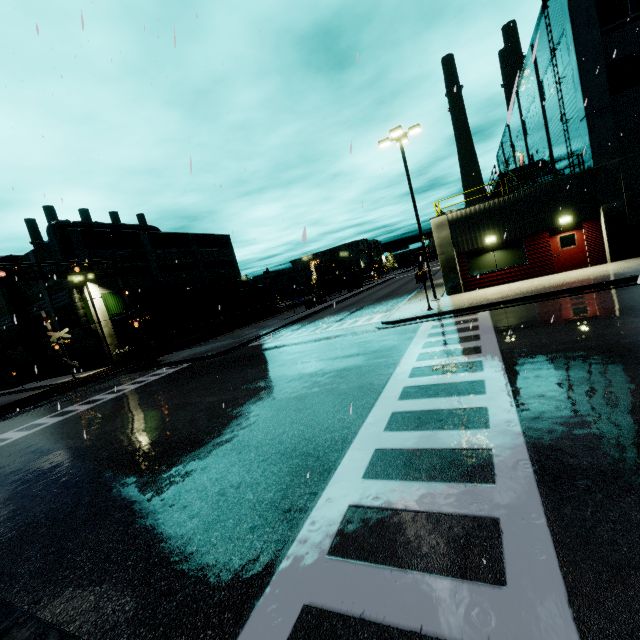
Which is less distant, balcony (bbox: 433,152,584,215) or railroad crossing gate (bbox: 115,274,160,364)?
balcony (bbox: 433,152,584,215)

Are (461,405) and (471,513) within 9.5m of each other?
yes

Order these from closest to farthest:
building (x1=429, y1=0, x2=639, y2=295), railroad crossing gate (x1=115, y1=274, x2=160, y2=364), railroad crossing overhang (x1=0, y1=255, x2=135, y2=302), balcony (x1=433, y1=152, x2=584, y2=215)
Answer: building (x1=429, y1=0, x2=639, y2=295) < balcony (x1=433, y1=152, x2=584, y2=215) < railroad crossing overhang (x1=0, y1=255, x2=135, y2=302) < railroad crossing gate (x1=115, y1=274, x2=160, y2=364)

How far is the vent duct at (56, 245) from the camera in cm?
3250

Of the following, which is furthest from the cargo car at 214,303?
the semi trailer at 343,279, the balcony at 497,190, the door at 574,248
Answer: the door at 574,248

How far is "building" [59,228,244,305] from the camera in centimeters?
3478cm

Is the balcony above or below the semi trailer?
above
